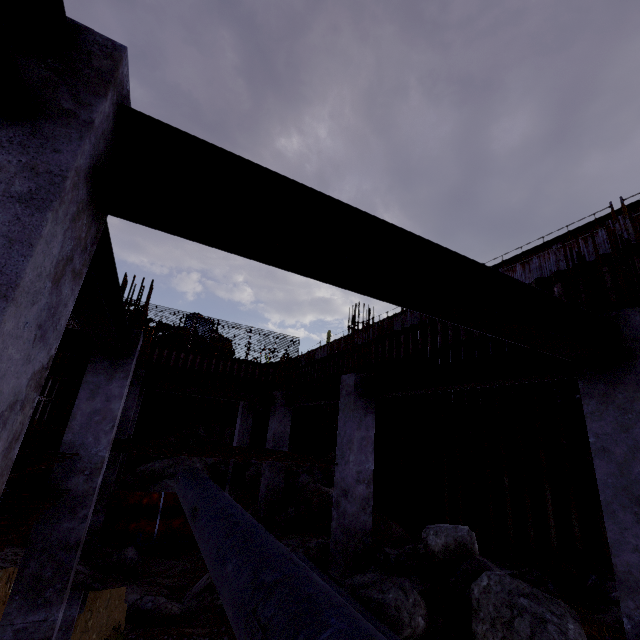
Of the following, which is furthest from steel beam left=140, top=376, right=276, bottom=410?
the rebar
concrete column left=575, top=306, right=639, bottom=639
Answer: concrete column left=575, top=306, right=639, bottom=639

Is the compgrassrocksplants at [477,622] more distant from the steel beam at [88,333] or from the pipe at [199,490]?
the steel beam at [88,333]

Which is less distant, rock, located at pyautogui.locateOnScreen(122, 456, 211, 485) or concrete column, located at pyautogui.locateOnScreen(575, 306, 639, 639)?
concrete column, located at pyautogui.locateOnScreen(575, 306, 639, 639)

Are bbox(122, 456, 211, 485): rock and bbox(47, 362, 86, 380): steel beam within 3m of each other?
no

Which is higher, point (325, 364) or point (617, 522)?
point (325, 364)

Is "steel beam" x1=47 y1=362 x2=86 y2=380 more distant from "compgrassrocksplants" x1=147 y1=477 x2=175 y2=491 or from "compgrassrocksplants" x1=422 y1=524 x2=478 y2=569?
"compgrassrocksplants" x1=422 y1=524 x2=478 y2=569

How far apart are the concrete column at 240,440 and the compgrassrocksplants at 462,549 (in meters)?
10.67

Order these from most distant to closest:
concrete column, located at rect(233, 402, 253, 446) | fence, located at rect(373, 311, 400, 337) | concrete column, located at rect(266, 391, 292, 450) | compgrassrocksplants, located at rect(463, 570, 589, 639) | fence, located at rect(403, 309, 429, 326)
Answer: fence, located at rect(373, 311, 400, 337), fence, located at rect(403, 309, 429, 326), concrete column, located at rect(233, 402, 253, 446), concrete column, located at rect(266, 391, 292, 450), compgrassrocksplants, located at rect(463, 570, 589, 639)
